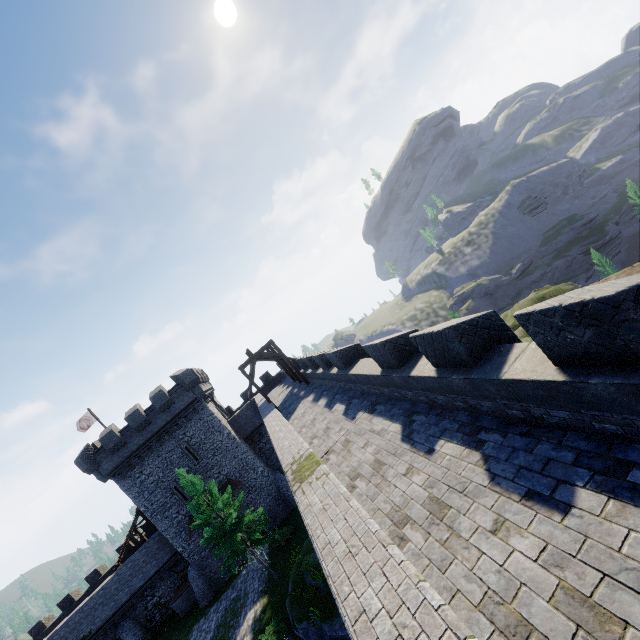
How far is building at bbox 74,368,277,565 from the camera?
28.4 meters

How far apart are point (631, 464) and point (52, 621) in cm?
5029

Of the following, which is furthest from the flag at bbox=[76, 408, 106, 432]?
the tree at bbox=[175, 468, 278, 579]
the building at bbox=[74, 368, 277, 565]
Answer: the tree at bbox=[175, 468, 278, 579]

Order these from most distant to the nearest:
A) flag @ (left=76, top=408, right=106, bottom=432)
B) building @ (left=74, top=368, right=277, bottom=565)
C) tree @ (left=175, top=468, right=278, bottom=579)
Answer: flag @ (left=76, top=408, right=106, bottom=432) → building @ (left=74, top=368, right=277, bottom=565) → tree @ (left=175, top=468, right=278, bottom=579)

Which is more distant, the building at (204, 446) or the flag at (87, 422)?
the flag at (87, 422)

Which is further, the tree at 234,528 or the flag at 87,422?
the flag at 87,422

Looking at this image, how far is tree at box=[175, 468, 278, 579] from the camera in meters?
21.5

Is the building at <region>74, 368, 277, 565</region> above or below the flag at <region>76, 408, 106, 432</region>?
below
